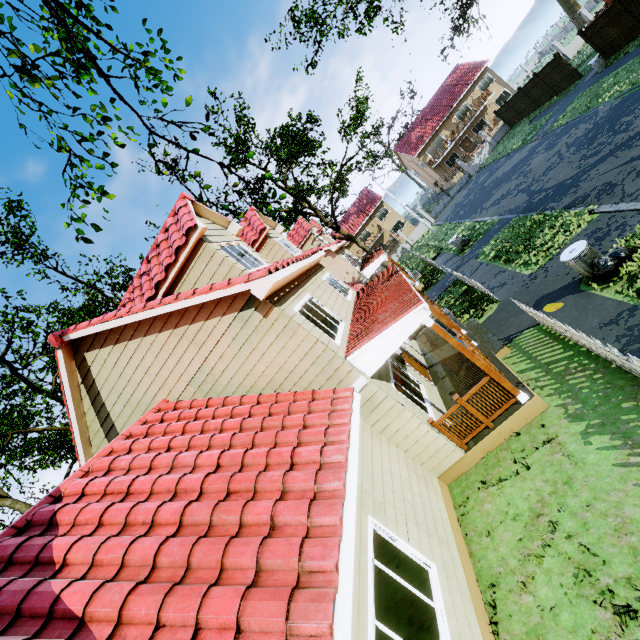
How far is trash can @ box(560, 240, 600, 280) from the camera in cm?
786

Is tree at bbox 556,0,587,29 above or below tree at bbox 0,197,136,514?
below

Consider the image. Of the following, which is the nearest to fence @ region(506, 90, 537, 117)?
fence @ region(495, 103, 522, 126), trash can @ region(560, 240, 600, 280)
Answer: fence @ region(495, 103, 522, 126)

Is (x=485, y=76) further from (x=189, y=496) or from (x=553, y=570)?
(x=189, y=496)

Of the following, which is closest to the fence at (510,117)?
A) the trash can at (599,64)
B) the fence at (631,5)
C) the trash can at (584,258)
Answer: the fence at (631,5)

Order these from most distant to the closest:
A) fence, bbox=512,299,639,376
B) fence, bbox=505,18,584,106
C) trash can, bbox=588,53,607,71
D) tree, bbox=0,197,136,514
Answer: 1. fence, bbox=505,18,584,106
2. trash can, bbox=588,53,607,71
3. tree, bbox=0,197,136,514
4. fence, bbox=512,299,639,376

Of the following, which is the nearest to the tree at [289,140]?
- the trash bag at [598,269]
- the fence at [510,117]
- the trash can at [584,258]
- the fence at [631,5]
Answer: the fence at [631,5]

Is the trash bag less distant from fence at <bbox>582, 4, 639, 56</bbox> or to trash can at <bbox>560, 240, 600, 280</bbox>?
trash can at <bbox>560, 240, 600, 280</bbox>
